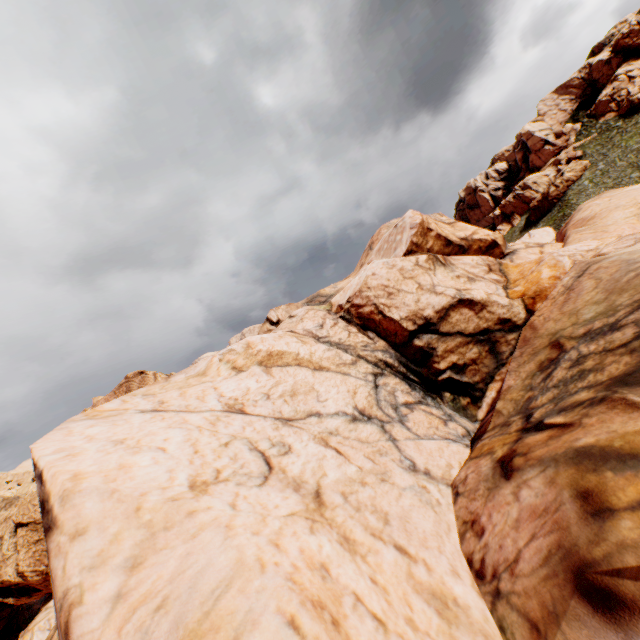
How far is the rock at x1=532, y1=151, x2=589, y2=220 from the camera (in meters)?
54.81

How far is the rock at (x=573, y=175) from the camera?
54.81m

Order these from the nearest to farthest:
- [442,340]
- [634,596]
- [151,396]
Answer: [634,596] < [151,396] < [442,340]

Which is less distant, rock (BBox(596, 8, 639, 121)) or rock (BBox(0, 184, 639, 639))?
rock (BBox(0, 184, 639, 639))

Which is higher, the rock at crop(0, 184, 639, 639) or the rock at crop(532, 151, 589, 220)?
the rock at crop(532, 151, 589, 220)

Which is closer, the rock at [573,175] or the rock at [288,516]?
the rock at [288,516]
